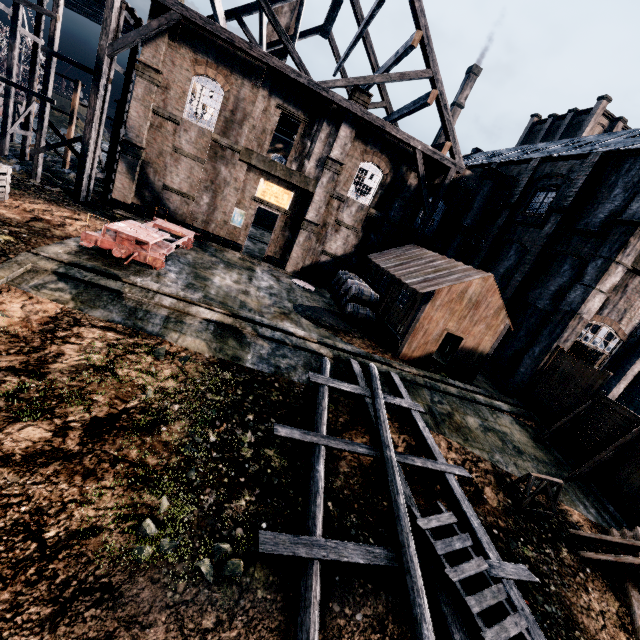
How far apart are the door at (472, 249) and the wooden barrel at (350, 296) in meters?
11.0

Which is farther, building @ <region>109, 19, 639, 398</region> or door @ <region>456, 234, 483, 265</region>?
door @ <region>456, 234, 483, 265</region>

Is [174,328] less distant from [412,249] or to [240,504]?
[240,504]

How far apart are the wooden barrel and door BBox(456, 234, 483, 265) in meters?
11.0

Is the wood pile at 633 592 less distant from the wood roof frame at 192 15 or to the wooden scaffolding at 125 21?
the wood roof frame at 192 15

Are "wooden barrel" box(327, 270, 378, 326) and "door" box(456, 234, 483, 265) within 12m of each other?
yes

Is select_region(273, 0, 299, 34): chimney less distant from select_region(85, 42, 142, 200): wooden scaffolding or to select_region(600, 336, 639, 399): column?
select_region(85, 42, 142, 200): wooden scaffolding

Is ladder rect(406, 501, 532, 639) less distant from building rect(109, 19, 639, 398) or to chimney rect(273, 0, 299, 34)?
building rect(109, 19, 639, 398)
